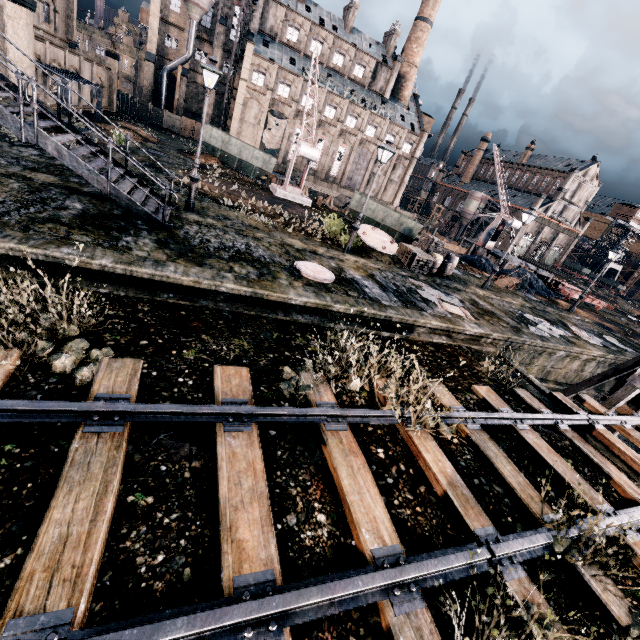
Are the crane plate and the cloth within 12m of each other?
no

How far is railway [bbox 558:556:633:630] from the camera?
5.01m

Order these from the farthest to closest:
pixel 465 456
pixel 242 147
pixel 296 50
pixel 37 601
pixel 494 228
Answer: pixel 296 50
pixel 494 228
pixel 242 147
pixel 465 456
pixel 37 601

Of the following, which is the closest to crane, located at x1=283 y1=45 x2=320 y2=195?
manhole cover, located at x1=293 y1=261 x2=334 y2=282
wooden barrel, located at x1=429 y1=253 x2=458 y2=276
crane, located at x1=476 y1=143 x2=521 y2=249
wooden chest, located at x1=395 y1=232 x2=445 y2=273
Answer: wooden chest, located at x1=395 y1=232 x2=445 y2=273

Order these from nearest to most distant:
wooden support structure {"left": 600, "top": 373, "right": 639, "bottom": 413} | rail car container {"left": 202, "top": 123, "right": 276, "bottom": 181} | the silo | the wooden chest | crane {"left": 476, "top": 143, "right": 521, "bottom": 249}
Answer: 1. wooden support structure {"left": 600, "top": 373, "right": 639, "bottom": 413}
2. the wooden chest
3. rail car container {"left": 202, "top": 123, "right": 276, "bottom": 181}
4. crane {"left": 476, "top": 143, "right": 521, "bottom": 249}
5. the silo

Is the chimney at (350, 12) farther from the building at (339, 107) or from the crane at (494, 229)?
the crane at (494, 229)

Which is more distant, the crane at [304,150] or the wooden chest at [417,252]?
the crane at [304,150]

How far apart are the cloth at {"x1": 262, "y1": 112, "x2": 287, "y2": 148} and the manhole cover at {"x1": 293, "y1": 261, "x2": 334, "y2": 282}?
53.7m
